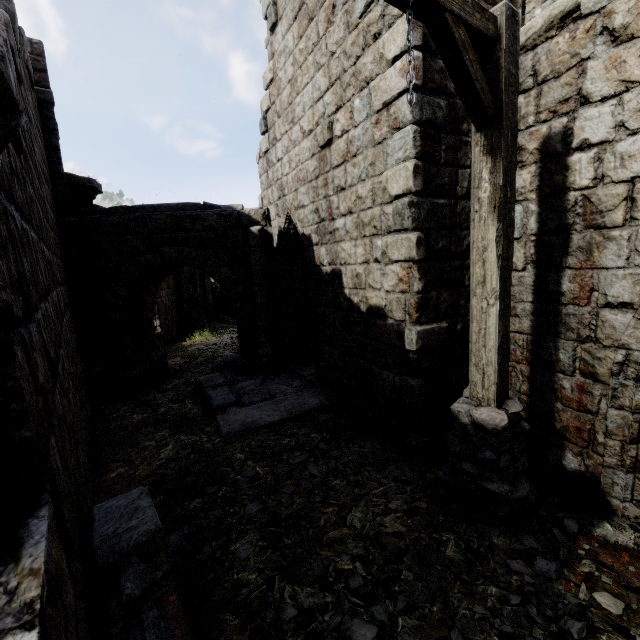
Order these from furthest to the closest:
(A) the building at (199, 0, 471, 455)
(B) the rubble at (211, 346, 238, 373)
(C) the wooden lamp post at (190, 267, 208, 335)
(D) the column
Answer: (C) the wooden lamp post at (190, 267, 208, 335)
(B) the rubble at (211, 346, 238, 373)
(D) the column
(A) the building at (199, 0, 471, 455)

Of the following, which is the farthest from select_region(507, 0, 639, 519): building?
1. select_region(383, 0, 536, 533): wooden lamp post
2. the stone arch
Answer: select_region(383, 0, 536, 533): wooden lamp post

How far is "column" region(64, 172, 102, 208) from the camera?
8.80m

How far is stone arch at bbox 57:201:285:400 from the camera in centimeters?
814cm

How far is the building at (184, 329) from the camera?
17.0m

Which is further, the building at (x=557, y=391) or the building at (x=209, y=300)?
the building at (x=209, y=300)

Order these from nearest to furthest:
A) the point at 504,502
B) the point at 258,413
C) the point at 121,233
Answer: the point at 504,502
the point at 258,413
the point at 121,233

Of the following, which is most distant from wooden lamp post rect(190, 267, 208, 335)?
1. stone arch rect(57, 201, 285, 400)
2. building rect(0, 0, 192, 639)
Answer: stone arch rect(57, 201, 285, 400)
